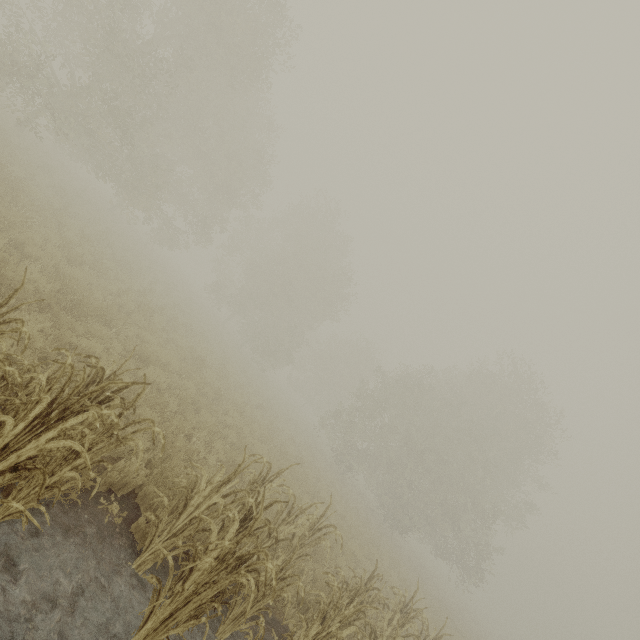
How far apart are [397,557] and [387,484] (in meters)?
7.37
